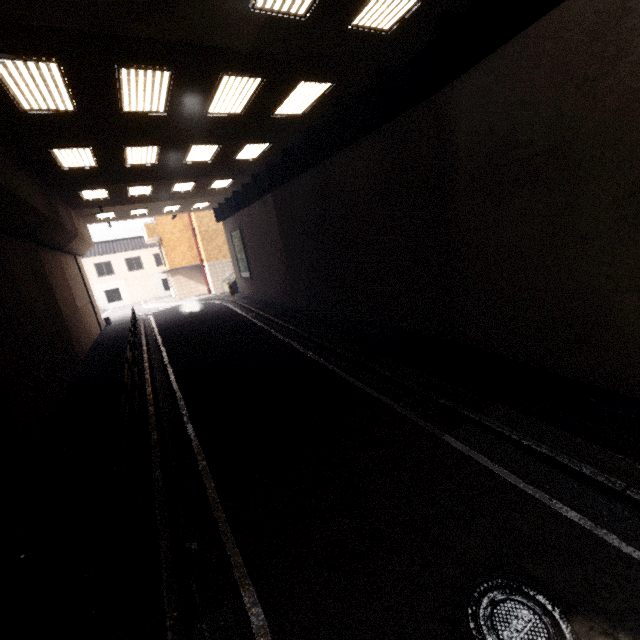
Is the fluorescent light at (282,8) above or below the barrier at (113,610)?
above

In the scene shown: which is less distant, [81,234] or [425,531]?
[425,531]

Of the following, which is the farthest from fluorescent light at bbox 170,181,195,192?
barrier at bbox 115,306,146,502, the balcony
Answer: the balcony

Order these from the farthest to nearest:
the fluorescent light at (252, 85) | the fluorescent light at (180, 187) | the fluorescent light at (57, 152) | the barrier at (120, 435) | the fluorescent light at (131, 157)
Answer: the fluorescent light at (180, 187) → the fluorescent light at (131, 157) → the fluorescent light at (57, 152) → the fluorescent light at (252, 85) → the barrier at (120, 435)

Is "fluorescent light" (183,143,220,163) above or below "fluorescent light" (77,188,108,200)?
below

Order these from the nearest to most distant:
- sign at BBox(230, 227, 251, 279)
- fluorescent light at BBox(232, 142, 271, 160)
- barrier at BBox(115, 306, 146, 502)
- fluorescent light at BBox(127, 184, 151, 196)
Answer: barrier at BBox(115, 306, 146, 502) < fluorescent light at BBox(232, 142, 271, 160) < fluorescent light at BBox(127, 184, 151, 196) < sign at BBox(230, 227, 251, 279)

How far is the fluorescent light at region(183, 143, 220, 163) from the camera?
10.8 meters

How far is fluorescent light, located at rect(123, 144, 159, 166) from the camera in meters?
9.9 m
